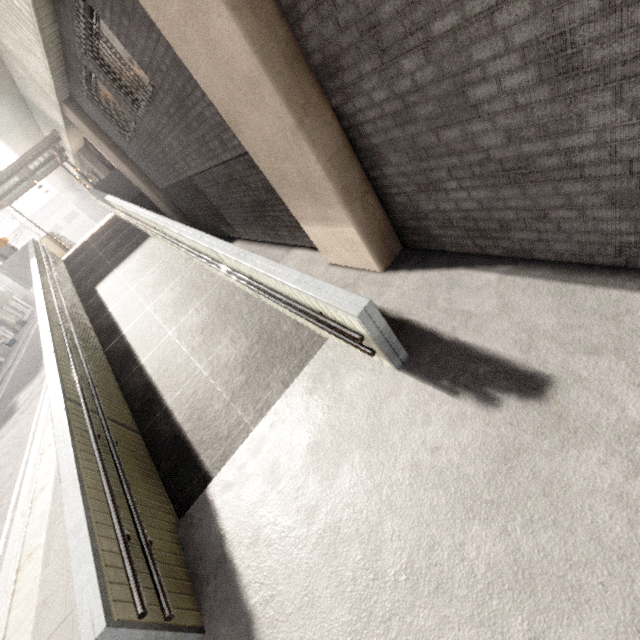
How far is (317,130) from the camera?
3.4m

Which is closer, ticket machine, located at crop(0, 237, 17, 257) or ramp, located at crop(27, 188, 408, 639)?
ramp, located at crop(27, 188, 408, 639)

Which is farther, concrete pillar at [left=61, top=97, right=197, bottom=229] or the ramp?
concrete pillar at [left=61, top=97, right=197, bottom=229]

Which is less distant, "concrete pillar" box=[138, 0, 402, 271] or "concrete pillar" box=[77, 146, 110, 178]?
"concrete pillar" box=[138, 0, 402, 271]

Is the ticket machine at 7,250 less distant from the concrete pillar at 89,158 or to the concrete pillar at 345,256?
the concrete pillar at 89,158

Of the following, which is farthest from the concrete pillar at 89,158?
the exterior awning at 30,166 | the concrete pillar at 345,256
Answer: the concrete pillar at 345,256

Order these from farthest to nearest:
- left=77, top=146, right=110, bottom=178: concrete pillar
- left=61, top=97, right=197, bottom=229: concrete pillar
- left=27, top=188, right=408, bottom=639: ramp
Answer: left=77, top=146, right=110, bottom=178: concrete pillar < left=61, top=97, right=197, bottom=229: concrete pillar < left=27, top=188, right=408, bottom=639: ramp

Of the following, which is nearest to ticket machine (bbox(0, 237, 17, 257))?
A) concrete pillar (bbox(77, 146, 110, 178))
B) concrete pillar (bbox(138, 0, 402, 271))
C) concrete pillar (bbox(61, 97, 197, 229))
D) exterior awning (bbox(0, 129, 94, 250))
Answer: exterior awning (bbox(0, 129, 94, 250))
